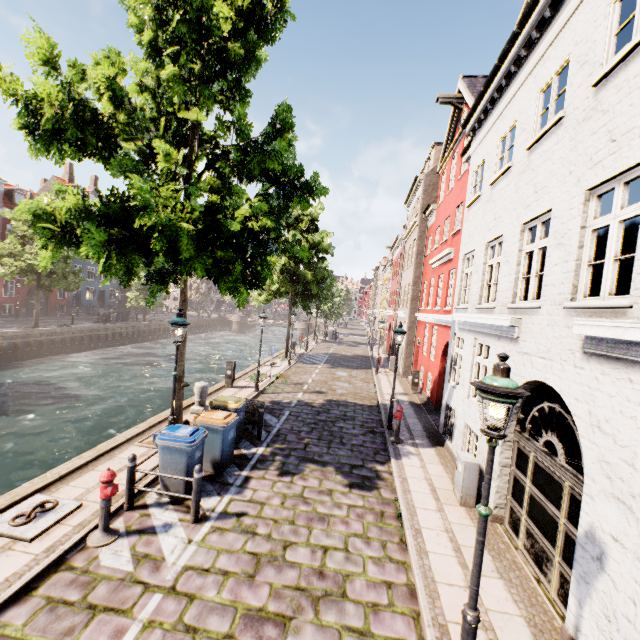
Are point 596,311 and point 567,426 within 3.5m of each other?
yes

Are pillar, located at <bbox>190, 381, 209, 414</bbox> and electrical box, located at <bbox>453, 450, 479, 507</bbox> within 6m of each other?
no

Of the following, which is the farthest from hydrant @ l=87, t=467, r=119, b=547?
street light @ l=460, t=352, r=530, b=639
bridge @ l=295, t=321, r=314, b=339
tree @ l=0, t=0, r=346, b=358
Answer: bridge @ l=295, t=321, r=314, b=339

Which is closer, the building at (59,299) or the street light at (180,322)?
the street light at (180,322)

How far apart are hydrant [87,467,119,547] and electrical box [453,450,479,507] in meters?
7.0 m

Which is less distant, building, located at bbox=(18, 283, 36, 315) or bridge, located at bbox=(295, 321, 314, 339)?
building, located at bbox=(18, 283, 36, 315)

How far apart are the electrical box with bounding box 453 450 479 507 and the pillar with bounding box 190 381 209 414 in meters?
8.4 m

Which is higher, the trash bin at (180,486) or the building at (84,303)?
the building at (84,303)
